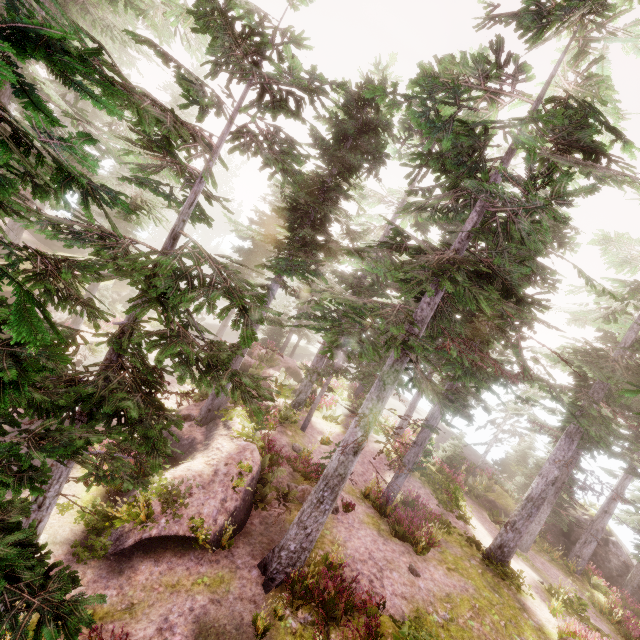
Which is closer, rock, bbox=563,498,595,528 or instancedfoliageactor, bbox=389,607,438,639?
instancedfoliageactor, bbox=389,607,438,639

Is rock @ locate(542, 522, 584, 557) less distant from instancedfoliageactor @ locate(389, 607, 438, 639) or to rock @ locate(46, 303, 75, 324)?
instancedfoliageactor @ locate(389, 607, 438, 639)

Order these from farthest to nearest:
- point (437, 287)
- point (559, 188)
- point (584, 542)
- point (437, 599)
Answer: → point (584, 542) → point (437, 599) → point (437, 287) → point (559, 188)

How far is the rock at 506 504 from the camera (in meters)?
22.80

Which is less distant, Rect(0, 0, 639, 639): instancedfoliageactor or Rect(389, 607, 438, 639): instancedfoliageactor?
Rect(0, 0, 639, 639): instancedfoliageactor

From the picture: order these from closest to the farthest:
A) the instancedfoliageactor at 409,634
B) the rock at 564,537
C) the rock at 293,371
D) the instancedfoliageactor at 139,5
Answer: the instancedfoliageactor at 139,5 < the instancedfoliageactor at 409,634 < the rock at 293,371 < the rock at 564,537
